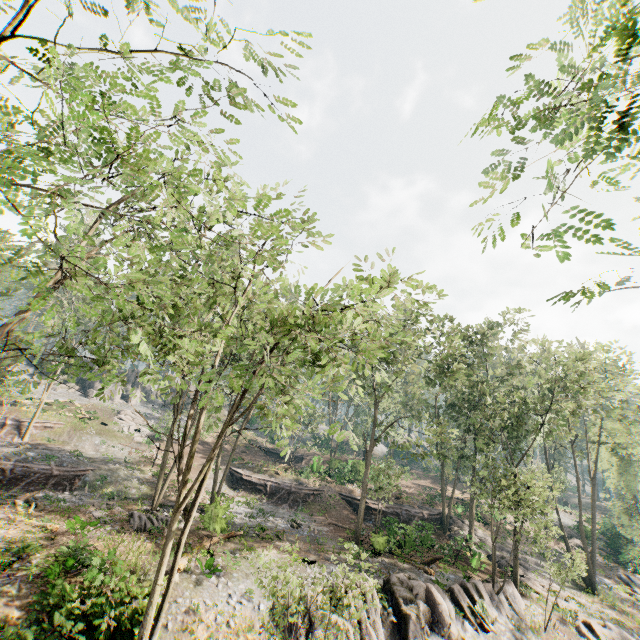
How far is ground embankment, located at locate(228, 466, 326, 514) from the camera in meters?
33.4 m

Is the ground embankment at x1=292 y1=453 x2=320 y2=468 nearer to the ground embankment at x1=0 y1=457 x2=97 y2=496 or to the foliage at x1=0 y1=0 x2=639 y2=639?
the foliage at x1=0 y1=0 x2=639 y2=639

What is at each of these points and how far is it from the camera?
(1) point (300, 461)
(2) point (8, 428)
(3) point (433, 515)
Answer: (1) ground embankment, 48.22m
(2) ground embankment, 30.53m
(3) ground embankment, 34.19m

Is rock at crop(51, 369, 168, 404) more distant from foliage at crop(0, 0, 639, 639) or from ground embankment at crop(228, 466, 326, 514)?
ground embankment at crop(228, 466, 326, 514)

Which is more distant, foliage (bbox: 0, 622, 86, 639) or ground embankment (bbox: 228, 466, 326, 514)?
ground embankment (bbox: 228, 466, 326, 514)

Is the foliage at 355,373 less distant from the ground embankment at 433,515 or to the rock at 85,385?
the ground embankment at 433,515

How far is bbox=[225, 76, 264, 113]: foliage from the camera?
6.08m

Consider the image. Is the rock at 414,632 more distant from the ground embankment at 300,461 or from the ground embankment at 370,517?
the ground embankment at 300,461
